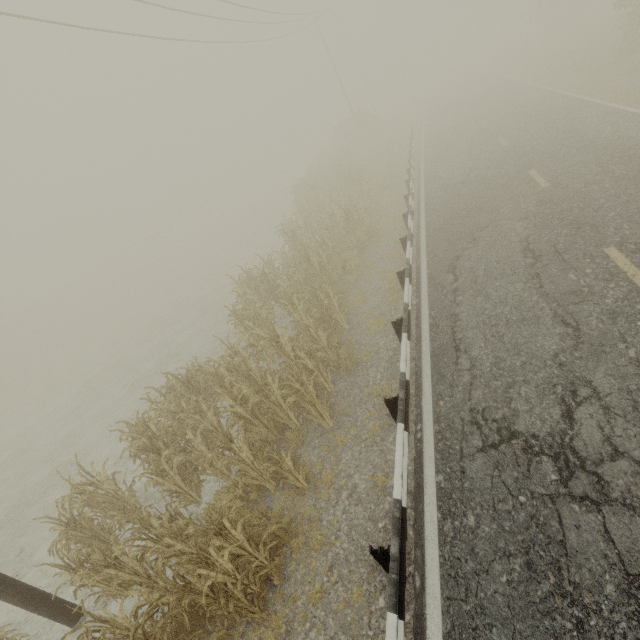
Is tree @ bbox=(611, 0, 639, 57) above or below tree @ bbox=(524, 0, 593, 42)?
below

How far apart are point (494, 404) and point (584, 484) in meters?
1.4

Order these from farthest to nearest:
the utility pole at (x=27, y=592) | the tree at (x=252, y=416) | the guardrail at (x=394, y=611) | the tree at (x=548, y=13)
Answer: the tree at (x=548, y=13)
the utility pole at (x=27, y=592)
the tree at (x=252, y=416)
the guardrail at (x=394, y=611)

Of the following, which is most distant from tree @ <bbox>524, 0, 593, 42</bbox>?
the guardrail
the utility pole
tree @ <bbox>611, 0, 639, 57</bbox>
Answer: the utility pole

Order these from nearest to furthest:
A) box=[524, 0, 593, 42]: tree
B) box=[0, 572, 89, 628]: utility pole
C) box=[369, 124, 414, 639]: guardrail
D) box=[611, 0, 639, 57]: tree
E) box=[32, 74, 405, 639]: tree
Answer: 1. box=[369, 124, 414, 639]: guardrail
2. box=[32, 74, 405, 639]: tree
3. box=[0, 572, 89, 628]: utility pole
4. box=[611, 0, 639, 57]: tree
5. box=[524, 0, 593, 42]: tree

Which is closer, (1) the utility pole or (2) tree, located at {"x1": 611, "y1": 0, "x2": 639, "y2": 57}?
(1) the utility pole

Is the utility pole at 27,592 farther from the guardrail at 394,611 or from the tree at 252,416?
the tree at 252,416

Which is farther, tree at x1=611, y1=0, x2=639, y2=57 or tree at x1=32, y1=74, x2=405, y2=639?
tree at x1=611, y1=0, x2=639, y2=57
